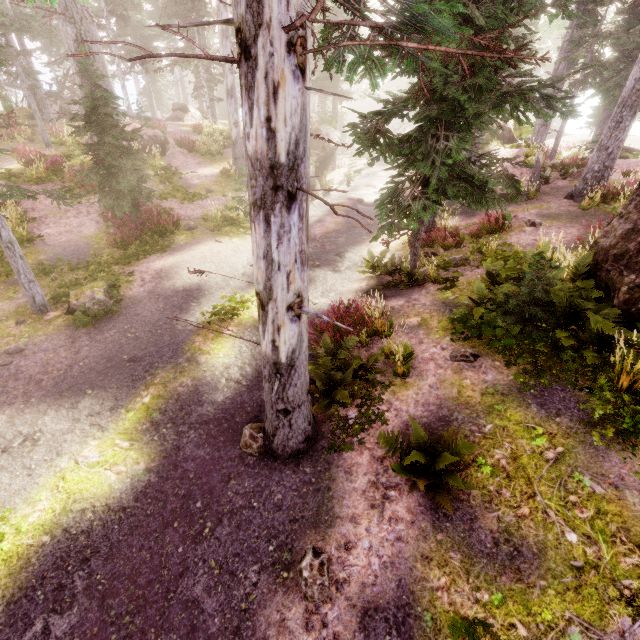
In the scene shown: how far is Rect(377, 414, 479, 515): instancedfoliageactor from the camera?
4.44m

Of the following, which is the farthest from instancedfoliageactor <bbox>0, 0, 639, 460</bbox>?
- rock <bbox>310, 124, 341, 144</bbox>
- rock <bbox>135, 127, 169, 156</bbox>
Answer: rock <bbox>135, 127, 169, 156</bbox>

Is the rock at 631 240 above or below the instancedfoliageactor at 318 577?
above

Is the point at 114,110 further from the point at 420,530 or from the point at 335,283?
the point at 420,530

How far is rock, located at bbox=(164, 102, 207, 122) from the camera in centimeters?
2972cm

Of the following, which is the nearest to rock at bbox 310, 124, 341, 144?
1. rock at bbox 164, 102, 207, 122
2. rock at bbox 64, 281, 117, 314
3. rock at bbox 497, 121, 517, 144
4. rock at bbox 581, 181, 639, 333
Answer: rock at bbox 164, 102, 207, 122

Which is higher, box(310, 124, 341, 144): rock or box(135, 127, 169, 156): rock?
box(310, 124, 341, 144): rock

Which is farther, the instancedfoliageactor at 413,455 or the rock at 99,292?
the rock at 99,292
